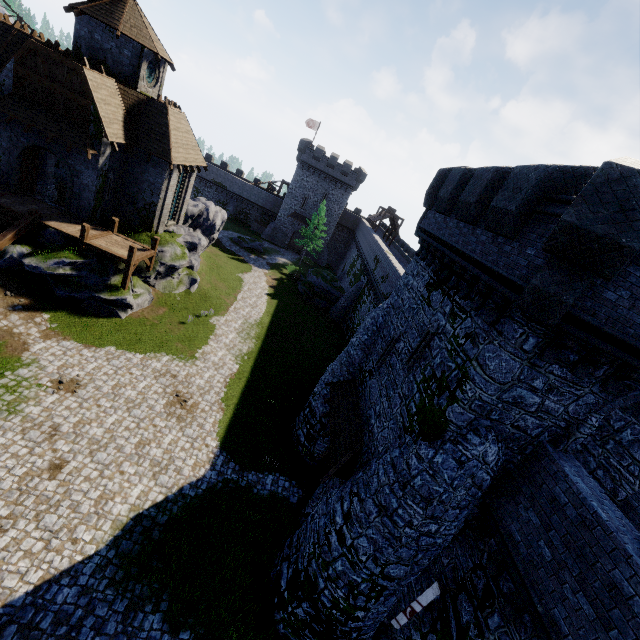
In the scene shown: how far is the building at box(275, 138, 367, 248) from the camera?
51.25m

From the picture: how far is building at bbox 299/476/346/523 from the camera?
13.8m

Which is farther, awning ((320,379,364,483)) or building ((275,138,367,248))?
building ((275,138,367,248))

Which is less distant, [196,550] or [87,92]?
[196,550]

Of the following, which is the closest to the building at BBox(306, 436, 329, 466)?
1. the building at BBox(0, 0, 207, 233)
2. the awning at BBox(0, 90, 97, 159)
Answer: the building at BBox(0, 0, 207, 233)

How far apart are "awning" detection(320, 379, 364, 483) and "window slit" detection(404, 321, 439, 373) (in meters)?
3.08

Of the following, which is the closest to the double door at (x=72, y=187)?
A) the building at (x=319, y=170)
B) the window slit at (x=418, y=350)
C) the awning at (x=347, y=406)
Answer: the awning at (x=347, y=406)

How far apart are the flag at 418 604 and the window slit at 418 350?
6.3 meters
